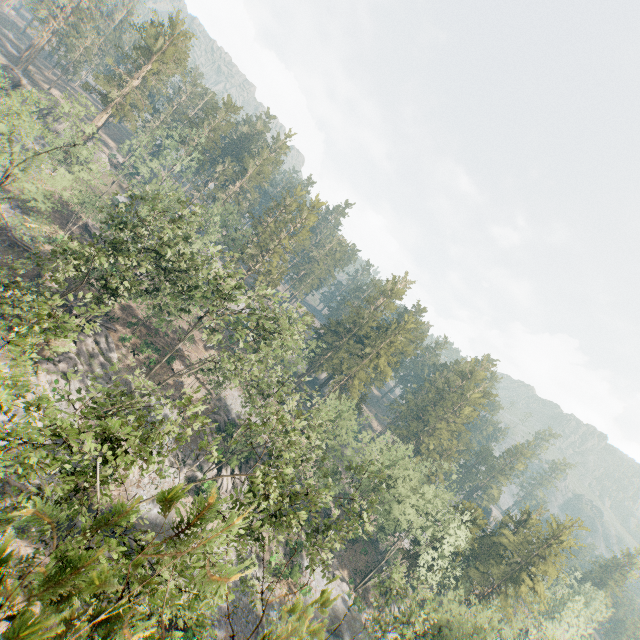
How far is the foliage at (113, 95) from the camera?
57.72m

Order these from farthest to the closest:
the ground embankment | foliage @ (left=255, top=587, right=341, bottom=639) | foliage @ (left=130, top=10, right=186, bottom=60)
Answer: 1. foliage @ (left=130, top=10, right=186, bottom=60)
2. the ground embankment
3. foliage @ (left=255, top=587, right=341, bottom=639)

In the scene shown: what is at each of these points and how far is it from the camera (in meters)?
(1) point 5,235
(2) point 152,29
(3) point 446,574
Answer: (1) ground embankment, 43.16
(2) foliage, 57.59
(3) foliage, 58.44

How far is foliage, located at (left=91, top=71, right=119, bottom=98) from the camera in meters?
57.7 m

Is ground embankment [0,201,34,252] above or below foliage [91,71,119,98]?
below

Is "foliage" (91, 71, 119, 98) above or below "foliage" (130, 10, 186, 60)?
below
